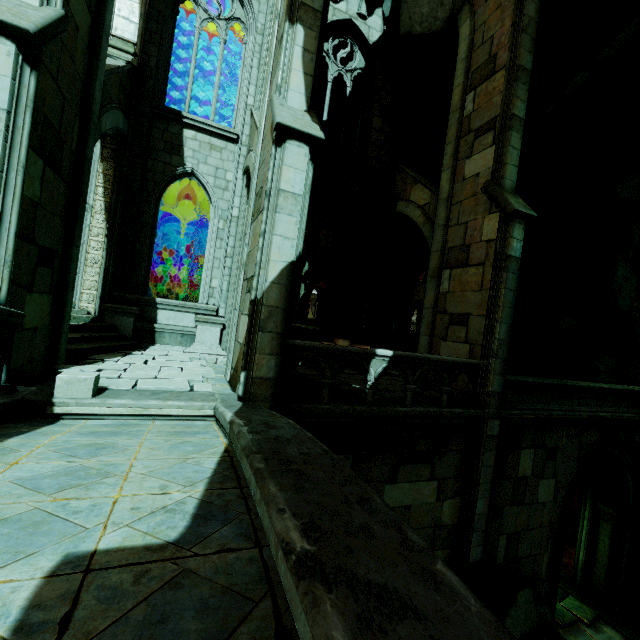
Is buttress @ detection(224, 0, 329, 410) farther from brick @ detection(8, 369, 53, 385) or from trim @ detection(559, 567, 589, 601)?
trim @ detection(559, 567, 589, 601)

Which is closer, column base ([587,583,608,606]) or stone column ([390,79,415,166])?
column base ([587,583,608,606])

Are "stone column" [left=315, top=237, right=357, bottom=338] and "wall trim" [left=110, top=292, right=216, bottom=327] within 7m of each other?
yes

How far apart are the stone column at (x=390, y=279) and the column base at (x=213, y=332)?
5.63m

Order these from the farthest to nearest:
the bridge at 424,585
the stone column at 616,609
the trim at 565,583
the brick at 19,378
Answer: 1. the trim at 565,583
2. the stone column at 616,609
3. the brick at 19,378
4. the bridge at 424,585

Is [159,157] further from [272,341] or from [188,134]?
[272,341]

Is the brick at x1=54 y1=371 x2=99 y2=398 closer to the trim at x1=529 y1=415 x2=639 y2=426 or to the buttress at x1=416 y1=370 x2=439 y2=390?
the buttress at x1=416 y1=370 x2=439 y2=390

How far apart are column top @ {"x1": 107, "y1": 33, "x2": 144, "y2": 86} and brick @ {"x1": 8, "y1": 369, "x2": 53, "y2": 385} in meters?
8.5 m
